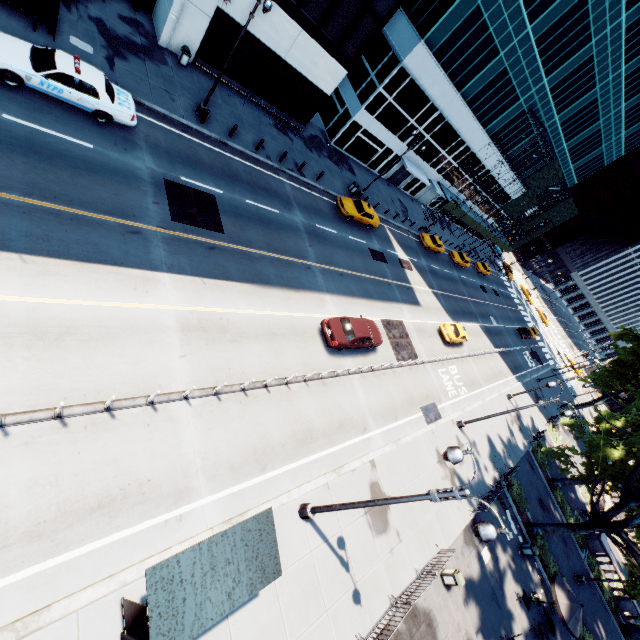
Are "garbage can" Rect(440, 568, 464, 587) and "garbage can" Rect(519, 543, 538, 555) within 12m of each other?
yes

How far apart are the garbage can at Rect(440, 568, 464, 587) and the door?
38.8 meters

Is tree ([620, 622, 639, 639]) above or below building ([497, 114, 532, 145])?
below

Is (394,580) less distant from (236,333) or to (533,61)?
(236,333)

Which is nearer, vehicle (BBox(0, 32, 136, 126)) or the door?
vehicle (BBox(0, 32, 136, 126))

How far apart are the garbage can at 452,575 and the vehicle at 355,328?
12.07m

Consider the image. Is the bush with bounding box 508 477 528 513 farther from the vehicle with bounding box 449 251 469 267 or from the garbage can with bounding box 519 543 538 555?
the vehicle with bounding box 449 251 469 267

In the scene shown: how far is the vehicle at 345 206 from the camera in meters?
26.9 m
